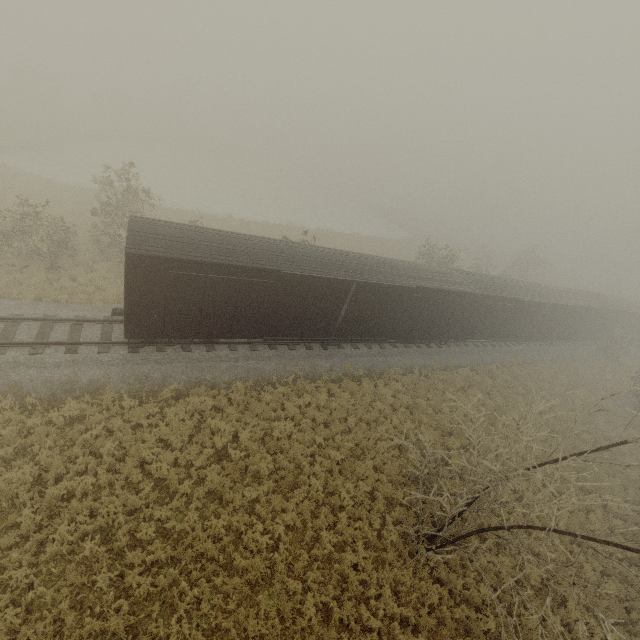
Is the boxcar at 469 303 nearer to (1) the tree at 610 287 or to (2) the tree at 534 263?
(2) the tree at 534 263

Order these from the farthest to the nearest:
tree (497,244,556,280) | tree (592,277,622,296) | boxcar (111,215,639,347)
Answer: tree (592,277,622,296), tree (497,244,556,280), boxcar (111,215,639,347)

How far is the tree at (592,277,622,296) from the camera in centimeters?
5597cm

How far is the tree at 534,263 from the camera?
40.9m

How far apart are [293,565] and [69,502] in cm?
666

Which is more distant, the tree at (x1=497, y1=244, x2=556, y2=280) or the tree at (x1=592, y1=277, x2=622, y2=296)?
the tree at (x1=592, y1=277, x2=622, y2=296)

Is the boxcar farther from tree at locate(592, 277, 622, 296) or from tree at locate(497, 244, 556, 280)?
tree at locate(592, 277, 622, 296)
